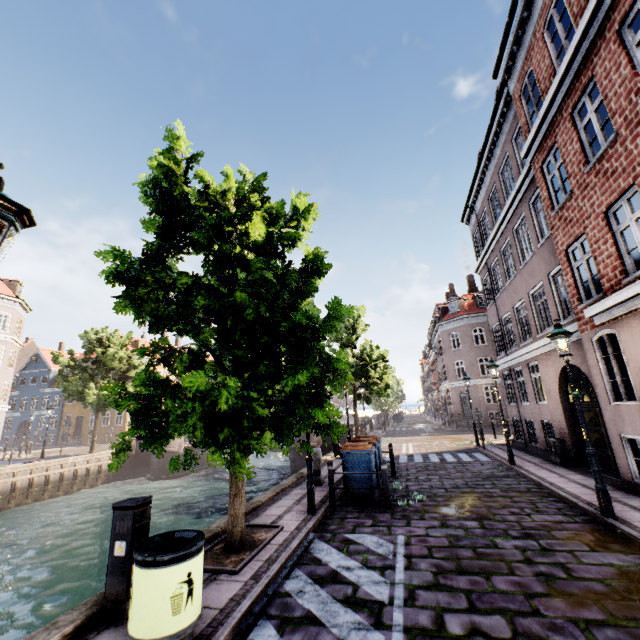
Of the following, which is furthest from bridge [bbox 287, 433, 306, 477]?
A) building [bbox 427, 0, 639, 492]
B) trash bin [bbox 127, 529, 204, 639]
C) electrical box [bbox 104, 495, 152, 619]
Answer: trash bin [bbox 127, 529, 204, 639]

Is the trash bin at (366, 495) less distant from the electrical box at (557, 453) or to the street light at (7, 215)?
the street light at (7, 215)

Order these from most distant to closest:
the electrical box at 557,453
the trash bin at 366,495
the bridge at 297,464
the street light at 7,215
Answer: the bridge at 297,464, the electrical box at 557,453, the trash bin at 366,495, the street light at 7,215

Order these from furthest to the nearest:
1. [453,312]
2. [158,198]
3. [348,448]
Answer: [453,312] < [348,448] < [158,198]

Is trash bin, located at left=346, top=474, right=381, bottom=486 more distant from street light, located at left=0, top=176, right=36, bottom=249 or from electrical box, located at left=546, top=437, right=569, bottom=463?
electrical box, located at left=546, top=437, right=569, bottom=463

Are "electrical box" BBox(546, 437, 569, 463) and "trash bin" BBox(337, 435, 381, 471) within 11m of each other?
yes

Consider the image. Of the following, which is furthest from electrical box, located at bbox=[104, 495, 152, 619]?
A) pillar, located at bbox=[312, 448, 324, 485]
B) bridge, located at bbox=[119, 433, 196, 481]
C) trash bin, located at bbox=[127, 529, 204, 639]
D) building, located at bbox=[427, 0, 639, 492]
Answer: bridge, located at bbox=[119, 433, 196, 481]

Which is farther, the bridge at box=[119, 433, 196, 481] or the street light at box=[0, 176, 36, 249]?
the bridge at box=[119, 433, 196, 481]
